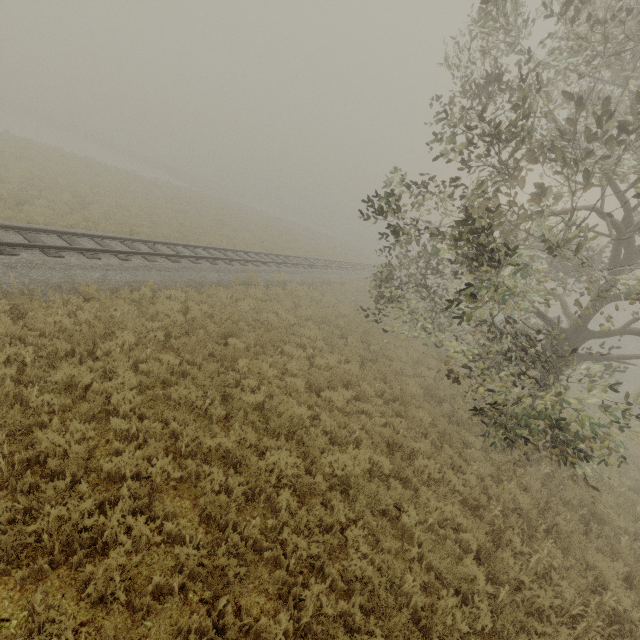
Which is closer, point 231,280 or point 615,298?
point 615,298

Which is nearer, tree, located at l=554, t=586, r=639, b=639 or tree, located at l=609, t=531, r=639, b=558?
tree, located at l=554, t=586, r=639, b=639

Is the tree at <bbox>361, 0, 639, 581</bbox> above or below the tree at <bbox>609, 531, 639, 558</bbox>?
above

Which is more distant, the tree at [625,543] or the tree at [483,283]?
the tree at [625,543]
